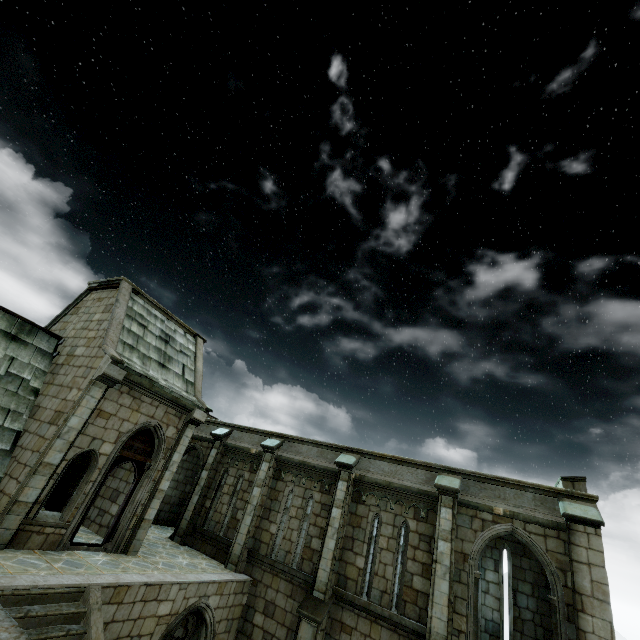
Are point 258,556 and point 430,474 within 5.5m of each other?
no
